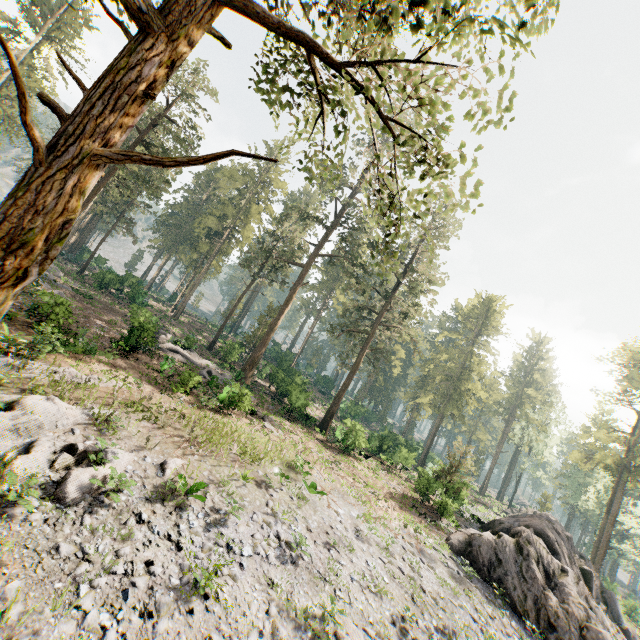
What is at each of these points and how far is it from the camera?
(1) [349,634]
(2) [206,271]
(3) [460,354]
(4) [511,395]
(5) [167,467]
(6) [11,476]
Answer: (1) foliage, 10.46m
(2) foliage, 46.53m
(3) foliage, 48.53m
(4) foliage, 57.69m
(5) foliage, 12.74m
(6) foliage, 9.02m

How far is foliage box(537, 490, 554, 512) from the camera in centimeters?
5178cm

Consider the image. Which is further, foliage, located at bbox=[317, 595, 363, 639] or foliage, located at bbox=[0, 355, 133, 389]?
foliage, located at bbox=[0, 355, 133, 389]

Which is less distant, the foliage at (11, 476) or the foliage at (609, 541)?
the foliage at (11, 476)

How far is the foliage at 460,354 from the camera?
45.9 meters

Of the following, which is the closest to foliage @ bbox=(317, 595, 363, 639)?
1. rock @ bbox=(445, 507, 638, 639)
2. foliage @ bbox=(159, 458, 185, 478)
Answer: rock @ bbox=(445, 507, 638, 639)
